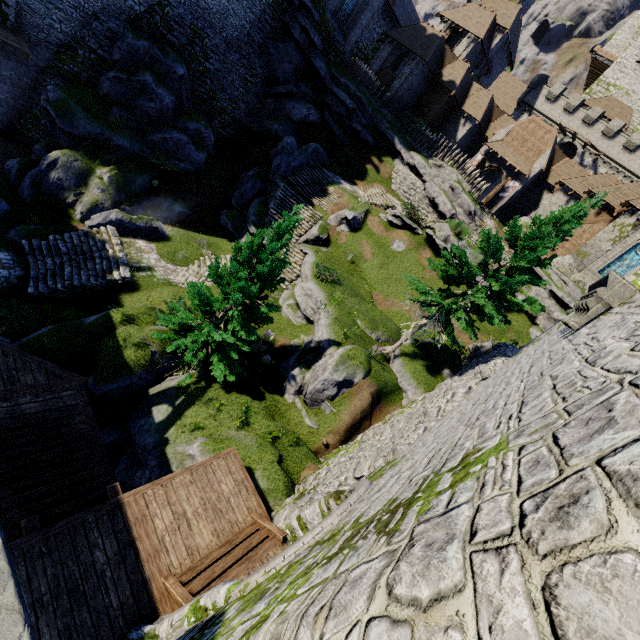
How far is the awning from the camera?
32.97m

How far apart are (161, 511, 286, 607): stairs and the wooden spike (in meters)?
37.84

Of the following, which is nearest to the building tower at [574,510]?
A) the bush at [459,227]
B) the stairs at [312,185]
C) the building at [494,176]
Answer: the bush at [459,227]

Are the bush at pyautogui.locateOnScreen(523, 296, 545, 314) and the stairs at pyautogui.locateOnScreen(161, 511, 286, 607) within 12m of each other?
no

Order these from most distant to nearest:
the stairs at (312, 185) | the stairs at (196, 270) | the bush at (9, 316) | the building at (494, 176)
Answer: the building at (494, 176)
the stairs at (312, 185)
the stairs at (196, 270)
the bush at (9, 316)

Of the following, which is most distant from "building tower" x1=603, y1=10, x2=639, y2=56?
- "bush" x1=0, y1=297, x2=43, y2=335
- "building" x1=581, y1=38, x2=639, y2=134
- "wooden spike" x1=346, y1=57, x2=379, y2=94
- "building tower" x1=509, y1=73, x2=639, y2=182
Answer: "bush" x1=0, y1=297, x2=43, y2=335

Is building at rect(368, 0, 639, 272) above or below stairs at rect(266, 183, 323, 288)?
above

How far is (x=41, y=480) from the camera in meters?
7.1
